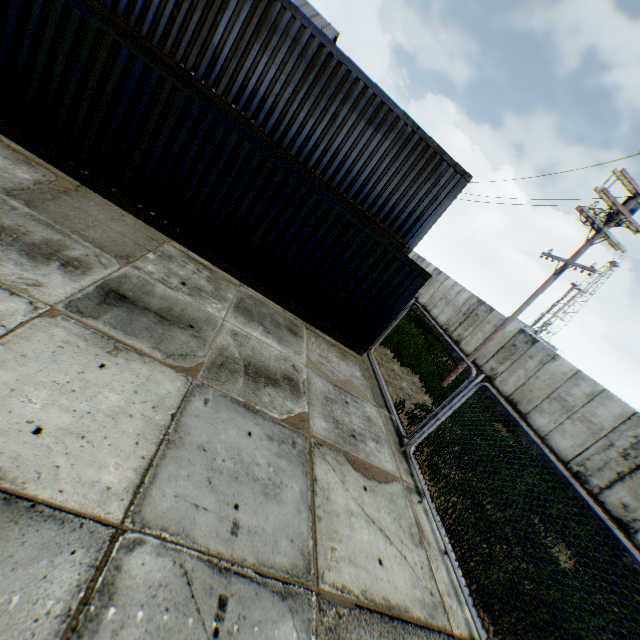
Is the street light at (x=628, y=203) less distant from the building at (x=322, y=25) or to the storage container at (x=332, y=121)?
the storage container at (x=332, y=121)

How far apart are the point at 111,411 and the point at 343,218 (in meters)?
6.20

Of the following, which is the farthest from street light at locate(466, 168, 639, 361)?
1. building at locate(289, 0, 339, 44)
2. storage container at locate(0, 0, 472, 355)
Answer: building at locate(289, 0, 339, 44)

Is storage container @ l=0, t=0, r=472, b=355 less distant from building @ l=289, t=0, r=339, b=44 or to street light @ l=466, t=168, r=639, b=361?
street light @ l=466, t=168, r=639, b=361

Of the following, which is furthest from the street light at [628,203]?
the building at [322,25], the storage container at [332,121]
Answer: the building at [322,25]
